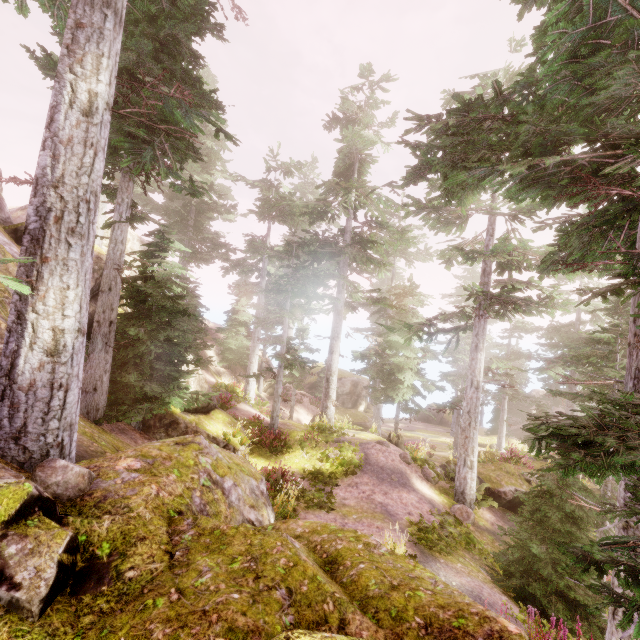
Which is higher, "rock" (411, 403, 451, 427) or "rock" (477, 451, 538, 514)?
"rock" (477, 451, 538, 514)

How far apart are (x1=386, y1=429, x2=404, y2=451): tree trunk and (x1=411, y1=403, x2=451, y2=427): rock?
23.33m

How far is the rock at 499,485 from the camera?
15.2 meters

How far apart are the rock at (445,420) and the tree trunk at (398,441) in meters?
23.3 m

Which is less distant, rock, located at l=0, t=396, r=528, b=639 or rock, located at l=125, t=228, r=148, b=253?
rock, located at l=0, t=396, r=528, b=639

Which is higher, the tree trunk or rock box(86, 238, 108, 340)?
rock box(86, 238, 108, 340)

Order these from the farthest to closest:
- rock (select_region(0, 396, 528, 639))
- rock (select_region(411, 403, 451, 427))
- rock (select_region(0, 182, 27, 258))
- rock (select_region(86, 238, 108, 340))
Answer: rock (select_region(411, 403, 451, 427))
rock (select_region(86, 238, 108, 340))
rock (select_region(0, 182, 27, 258))
rock (select_region(0, 396, 528, 639))

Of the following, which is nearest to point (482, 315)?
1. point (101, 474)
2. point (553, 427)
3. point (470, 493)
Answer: point (470, 493)
